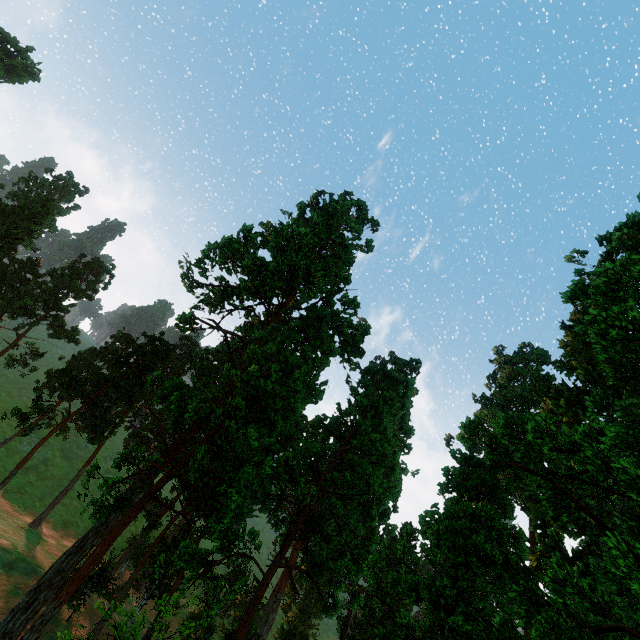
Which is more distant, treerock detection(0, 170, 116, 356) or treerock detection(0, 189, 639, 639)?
treerock detection(0, 170, 116, 356)

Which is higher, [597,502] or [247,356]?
[247,356]

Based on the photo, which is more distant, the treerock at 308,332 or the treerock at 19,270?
the treerock at 19,270
